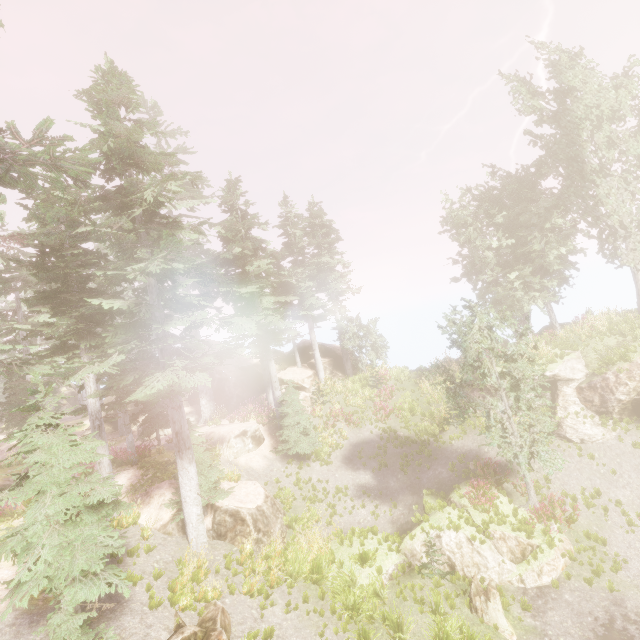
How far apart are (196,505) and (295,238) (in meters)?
22.67

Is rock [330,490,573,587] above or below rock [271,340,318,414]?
below

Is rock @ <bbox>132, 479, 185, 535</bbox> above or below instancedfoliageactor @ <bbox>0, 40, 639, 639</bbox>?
below

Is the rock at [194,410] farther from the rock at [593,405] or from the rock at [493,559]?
the rock at [493,559]

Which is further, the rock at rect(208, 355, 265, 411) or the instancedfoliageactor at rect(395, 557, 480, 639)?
the rock at rect(208, 355, 265, 411)

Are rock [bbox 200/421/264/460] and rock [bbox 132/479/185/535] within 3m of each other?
no

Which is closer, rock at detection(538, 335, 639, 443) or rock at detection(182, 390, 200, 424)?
rock at detection(538, 335, 639, 443)

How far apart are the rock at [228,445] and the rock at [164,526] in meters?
4.1 m
